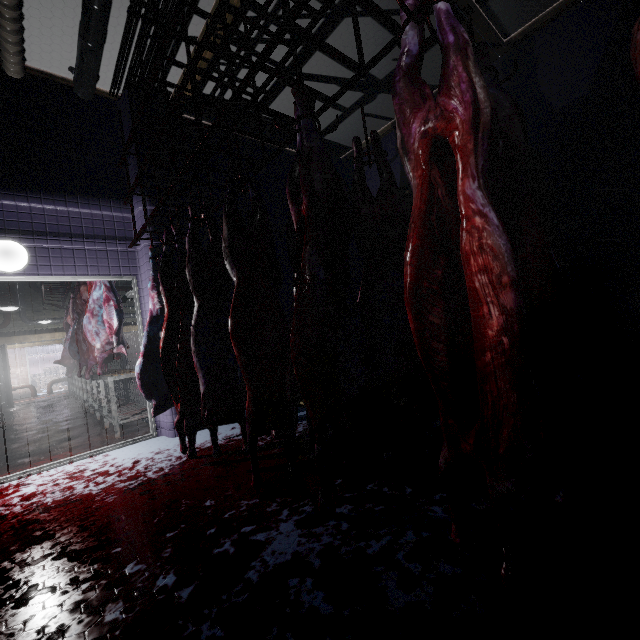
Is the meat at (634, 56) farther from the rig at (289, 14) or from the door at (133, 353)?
the door at (133, 353)

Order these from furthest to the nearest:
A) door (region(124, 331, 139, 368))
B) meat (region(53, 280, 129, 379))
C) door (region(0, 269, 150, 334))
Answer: door (region(124, 331, 139, 368)) < meat (region(53, 280, 129, 379)) < door (region(0, 269, 150, 334))

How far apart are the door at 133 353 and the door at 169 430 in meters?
9.6

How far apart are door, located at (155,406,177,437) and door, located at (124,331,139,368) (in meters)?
9.62

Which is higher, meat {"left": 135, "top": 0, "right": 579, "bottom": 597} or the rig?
the rig

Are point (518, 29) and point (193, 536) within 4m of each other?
no

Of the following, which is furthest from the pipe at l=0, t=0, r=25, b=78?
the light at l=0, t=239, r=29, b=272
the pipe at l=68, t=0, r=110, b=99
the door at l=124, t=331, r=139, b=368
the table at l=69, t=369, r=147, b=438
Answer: the door at l=124, t=331, r=139, b=368
